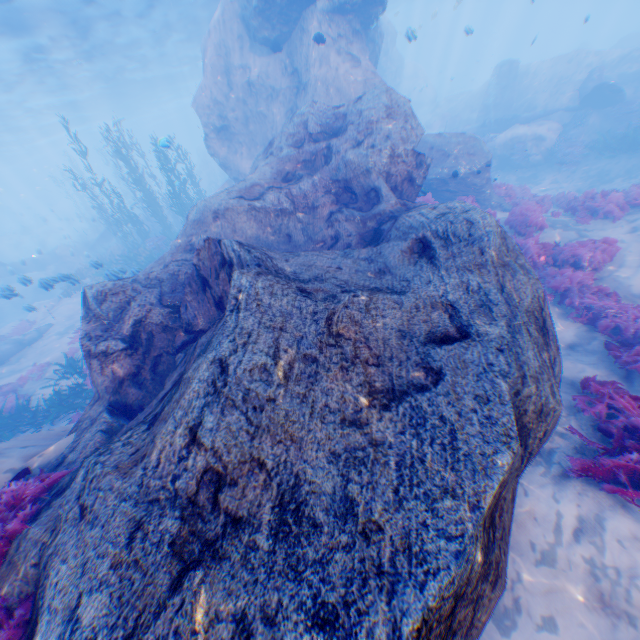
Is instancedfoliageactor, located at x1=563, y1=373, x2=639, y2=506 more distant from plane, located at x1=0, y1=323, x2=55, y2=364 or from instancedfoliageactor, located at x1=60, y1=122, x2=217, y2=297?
plane, located at x1=0, y1=323, x2=55, y2=364

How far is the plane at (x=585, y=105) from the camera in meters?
17.6

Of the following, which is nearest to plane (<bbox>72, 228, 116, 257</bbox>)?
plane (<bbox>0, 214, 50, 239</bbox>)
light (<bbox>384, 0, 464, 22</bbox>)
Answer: light (<bbox>384, 0, 464, 22</bbox>)

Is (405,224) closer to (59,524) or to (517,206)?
(59,524)

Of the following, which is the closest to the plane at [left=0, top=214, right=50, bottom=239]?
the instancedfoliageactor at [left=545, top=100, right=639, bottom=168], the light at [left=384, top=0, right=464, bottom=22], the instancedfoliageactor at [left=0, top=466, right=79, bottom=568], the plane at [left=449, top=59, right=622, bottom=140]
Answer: the light at [left=384, top=0, right=464, bottom=22]

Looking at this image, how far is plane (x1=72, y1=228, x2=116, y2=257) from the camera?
26.9 meters

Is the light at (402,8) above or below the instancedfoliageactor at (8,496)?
above

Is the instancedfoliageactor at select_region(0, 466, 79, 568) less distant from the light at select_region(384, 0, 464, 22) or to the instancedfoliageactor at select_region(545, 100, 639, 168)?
the light at select_region(384, 0, 464, 22)
